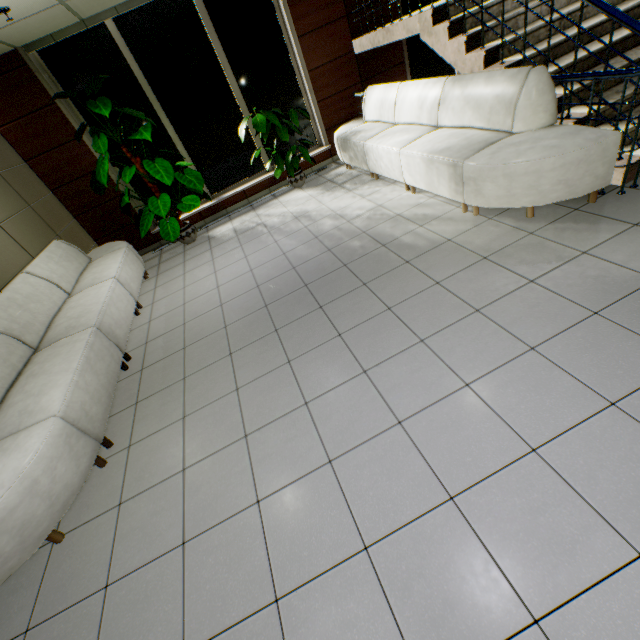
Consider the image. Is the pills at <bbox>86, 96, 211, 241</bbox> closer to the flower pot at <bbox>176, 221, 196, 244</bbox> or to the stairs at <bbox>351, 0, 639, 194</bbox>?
the flower pot at <bbox>176, 221, 196, 244</bbox>

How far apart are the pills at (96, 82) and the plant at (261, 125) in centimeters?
209cm

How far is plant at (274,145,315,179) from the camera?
5.69m

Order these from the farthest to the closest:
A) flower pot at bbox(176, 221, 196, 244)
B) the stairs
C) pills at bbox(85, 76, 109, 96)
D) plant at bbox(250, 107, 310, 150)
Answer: flower pot at bbox(176, 221, 196, 244) < plant at bbox(250, 107, 310, 150) < pills at bbox(85, 76, 109, 96) < the stairs

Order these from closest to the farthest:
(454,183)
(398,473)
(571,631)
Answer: (571,631)
(398,473)
(454,183)

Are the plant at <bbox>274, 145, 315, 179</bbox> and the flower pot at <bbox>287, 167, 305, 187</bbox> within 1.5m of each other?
yes

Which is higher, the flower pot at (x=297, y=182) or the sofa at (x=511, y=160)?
the sofa at (x=511, y=160)

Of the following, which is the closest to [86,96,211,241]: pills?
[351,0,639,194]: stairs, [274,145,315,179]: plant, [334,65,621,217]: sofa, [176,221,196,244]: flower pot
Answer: [176,221,196,244]: flower pot
